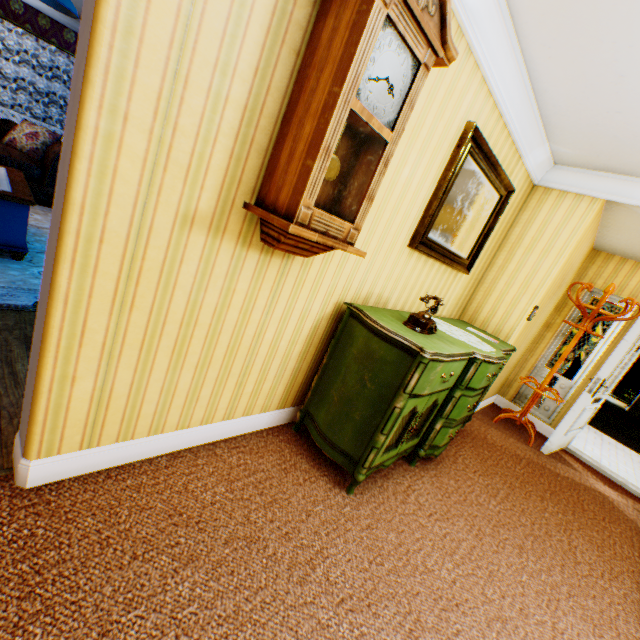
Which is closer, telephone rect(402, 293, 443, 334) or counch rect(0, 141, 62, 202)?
telephone rect(402, 293, 443, 334)

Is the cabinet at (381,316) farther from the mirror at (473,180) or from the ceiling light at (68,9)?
the ceiling light at (68,9)

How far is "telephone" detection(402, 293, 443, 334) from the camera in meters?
2.3 m

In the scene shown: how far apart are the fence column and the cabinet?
15.22m

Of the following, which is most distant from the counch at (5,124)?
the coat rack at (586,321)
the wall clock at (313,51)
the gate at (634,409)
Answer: the gate at (634,409)

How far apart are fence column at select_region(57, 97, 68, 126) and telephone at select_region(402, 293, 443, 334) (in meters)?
15.51

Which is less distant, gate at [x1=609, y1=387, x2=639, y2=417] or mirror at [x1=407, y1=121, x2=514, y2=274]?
mirror at [x1=407, y1=121, x2=514, y2=274]

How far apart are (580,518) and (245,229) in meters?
4.2 m
